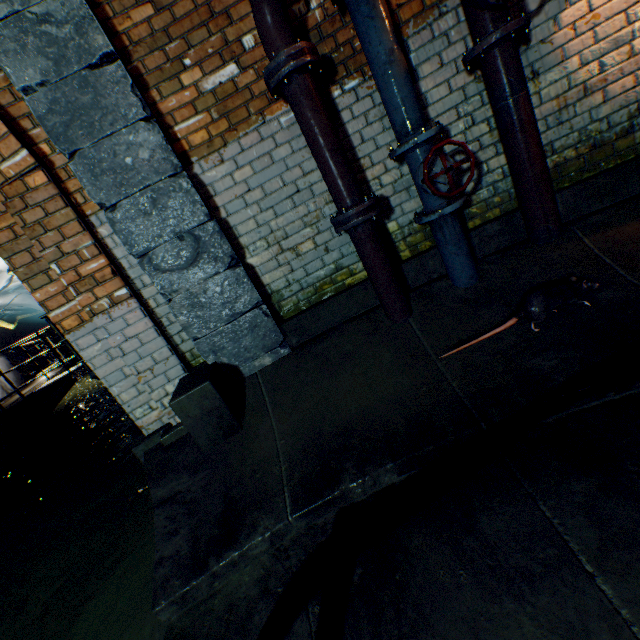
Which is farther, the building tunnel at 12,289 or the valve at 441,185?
the building tunnel at 12,289

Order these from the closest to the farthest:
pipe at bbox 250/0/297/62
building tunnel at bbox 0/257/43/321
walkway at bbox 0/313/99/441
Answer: pipe at bbox 250/0/297/62, walkway at bbox 0/313/99/441, building tunnel at bbox 0/257/43/321

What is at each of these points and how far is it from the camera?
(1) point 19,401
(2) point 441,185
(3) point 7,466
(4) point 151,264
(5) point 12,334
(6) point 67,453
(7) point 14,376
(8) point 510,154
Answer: (1) walkway, 7.5m
(2) valve, 2.2m
(3) stairs, 5.6m
(4) support column, 2.4m
(5) building tunnel, 22.5m
(6) building tunnel, 5.6m
(7) building tunnel, 11.6m
(8) pipe, 2.2m

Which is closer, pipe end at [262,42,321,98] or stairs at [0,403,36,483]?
pipe end at [262,42,321,98]

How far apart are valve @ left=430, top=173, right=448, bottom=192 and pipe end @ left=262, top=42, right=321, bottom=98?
0.91m

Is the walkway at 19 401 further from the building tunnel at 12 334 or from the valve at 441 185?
the valve at 441 185

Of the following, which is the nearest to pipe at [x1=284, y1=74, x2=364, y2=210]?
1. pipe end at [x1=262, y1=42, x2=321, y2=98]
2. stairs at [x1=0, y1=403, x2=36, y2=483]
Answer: pipe end at [x1=262, y1=42, x2=321, y2=98]

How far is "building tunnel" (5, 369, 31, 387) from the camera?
11.20m
